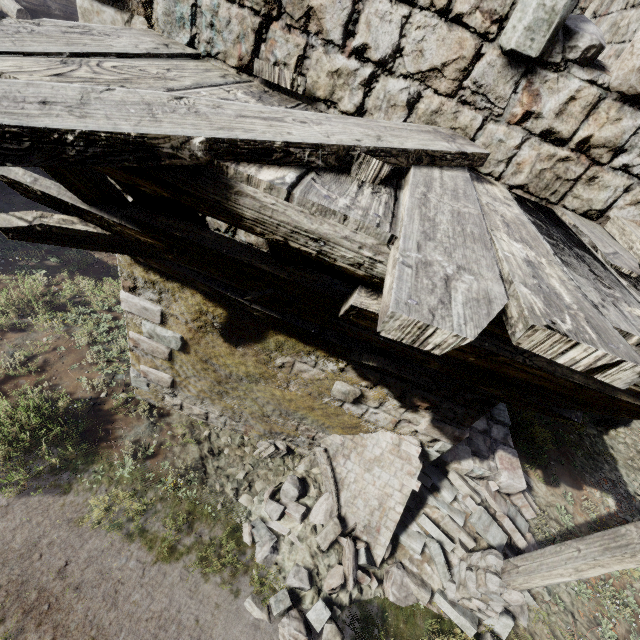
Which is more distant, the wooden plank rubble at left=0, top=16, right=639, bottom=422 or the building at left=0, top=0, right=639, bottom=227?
the building at left=0, top=0, right=639, bottom=227

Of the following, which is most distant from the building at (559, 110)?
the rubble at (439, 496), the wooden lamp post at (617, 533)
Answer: the wooden lamp post at (617, 533)

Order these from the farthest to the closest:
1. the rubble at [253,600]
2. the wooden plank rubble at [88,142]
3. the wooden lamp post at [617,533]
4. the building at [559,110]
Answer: the rubble at [253,600], the wooden lamp post at [617,533], the building at [559,110], the wooden plank rubble at [88,142]

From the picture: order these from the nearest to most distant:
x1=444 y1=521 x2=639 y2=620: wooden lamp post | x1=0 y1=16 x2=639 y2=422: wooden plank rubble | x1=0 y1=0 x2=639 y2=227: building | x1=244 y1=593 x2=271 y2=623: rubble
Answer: x1=0 y1=16 x2=639 y2=422: wooden plank rubble, x1=0 y1=0 x2=639 y2=227: building, x1=444 y1=521 x2=639 y2=620: wooden lamp post, x1=244 y1=593 x2=271 y2=623: rubble

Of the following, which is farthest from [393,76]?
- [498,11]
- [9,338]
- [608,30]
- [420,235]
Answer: [9,338]

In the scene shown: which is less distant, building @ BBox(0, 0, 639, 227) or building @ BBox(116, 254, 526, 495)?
building @ BBox(0, 0, 639, 227)

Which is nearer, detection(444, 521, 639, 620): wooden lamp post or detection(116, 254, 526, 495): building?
detection(444, 521, 639, 620): wooden lamp post

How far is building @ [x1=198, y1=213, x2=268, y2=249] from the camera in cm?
386
